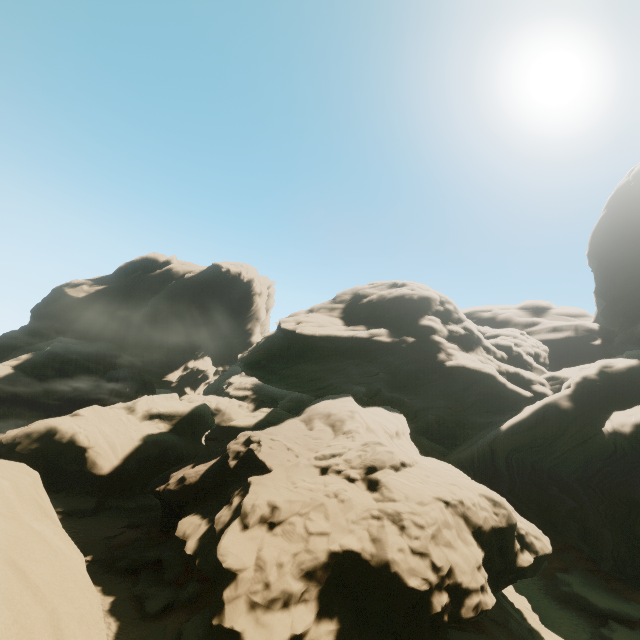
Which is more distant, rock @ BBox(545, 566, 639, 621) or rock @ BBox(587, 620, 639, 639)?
rock @ BBox(545, 566, 639, 621)

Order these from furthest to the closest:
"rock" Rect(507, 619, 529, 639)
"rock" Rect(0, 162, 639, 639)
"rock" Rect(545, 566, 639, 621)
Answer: "rock" Rect(545, 566, 639, 621) < "rock" Rect(507, 619, 529, 639) < "rock" Rect(0, 162, 639, 639)

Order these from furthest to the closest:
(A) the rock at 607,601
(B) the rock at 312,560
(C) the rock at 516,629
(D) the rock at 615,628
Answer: (A) the rock at 607,601 → (D) the rock at 615,628 → (C) the rock at 516,629 → (B) the rock at 312,560

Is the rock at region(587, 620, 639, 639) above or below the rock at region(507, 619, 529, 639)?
below

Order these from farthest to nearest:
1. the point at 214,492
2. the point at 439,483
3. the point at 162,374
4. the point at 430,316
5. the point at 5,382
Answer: the point at 162,374 < the point at 5,382 < the point at 430,316 < the point at 214,492 < the point at 439,483

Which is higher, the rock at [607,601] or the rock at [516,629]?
the rock at [516,629]
